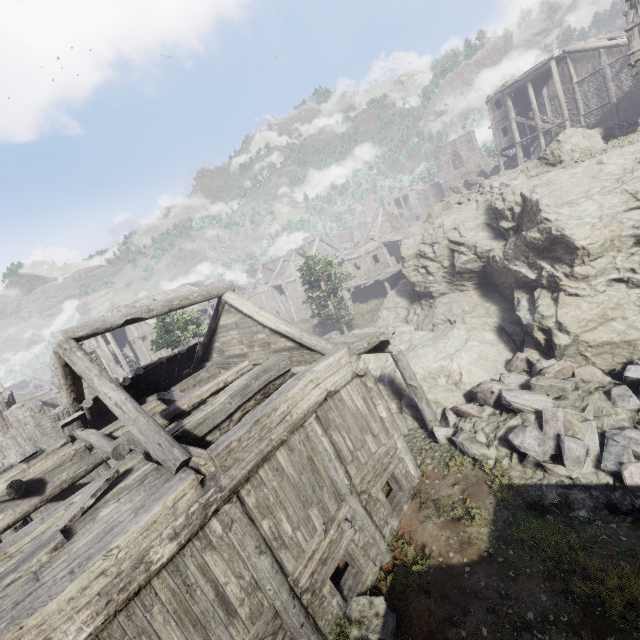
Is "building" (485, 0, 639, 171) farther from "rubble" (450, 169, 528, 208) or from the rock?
"rubble" (450, 169, 528, 208)

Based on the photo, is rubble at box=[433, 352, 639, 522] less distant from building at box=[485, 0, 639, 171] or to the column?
building at box=[485, 0, 639, 171]

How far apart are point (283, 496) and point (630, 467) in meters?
7.4

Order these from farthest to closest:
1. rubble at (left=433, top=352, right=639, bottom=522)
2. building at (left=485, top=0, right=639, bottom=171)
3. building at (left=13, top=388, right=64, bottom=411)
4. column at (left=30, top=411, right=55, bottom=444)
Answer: building at (left=13, top=388, right=64, bottom=411) < building at (left=485, top=0, right=639, bottom=171) < column at (left=30, top=411, right=55, bottom=444) < rubble at (left=433, top=352, right=639, bottom=522)

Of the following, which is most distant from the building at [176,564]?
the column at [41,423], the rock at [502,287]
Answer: A: the column at [41,423]

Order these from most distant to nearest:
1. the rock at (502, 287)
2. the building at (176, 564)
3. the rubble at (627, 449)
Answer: the rock at (502, 287) → the rubble at (627, 449) → the building at (176, 564)

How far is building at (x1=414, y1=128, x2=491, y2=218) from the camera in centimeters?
4672cm
